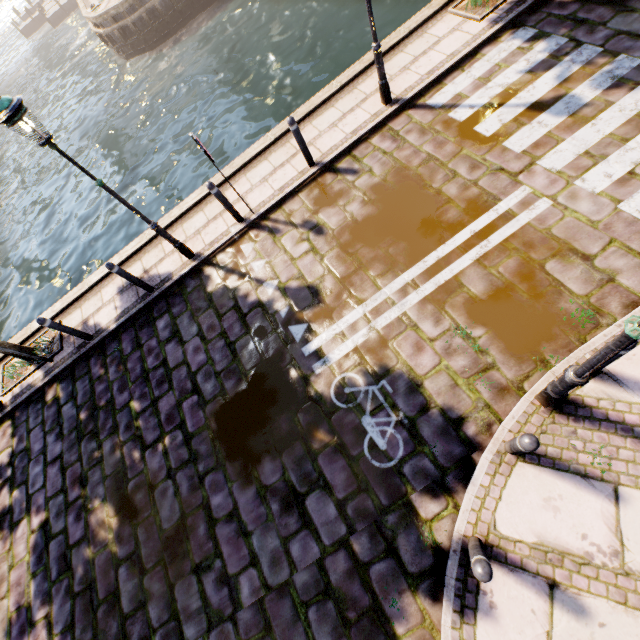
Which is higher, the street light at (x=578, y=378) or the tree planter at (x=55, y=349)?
the street light at (x=578, y=378)

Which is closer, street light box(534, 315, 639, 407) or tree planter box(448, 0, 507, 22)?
street light box(534, 315, 639, 407)

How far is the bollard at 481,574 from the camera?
2.6 meters

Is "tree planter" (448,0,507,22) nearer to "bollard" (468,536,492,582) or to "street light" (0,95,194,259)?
"street light" (0,95,194,259)

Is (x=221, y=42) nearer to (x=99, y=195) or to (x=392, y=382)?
(x=99, y=195)

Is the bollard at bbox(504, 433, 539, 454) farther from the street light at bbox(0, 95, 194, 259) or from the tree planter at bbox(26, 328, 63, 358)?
the tree planter at bbox(26, 328, 63, 358)

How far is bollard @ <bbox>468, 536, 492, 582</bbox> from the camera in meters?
2.6 m

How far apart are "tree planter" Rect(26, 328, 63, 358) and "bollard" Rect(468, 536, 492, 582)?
9.1 meters
